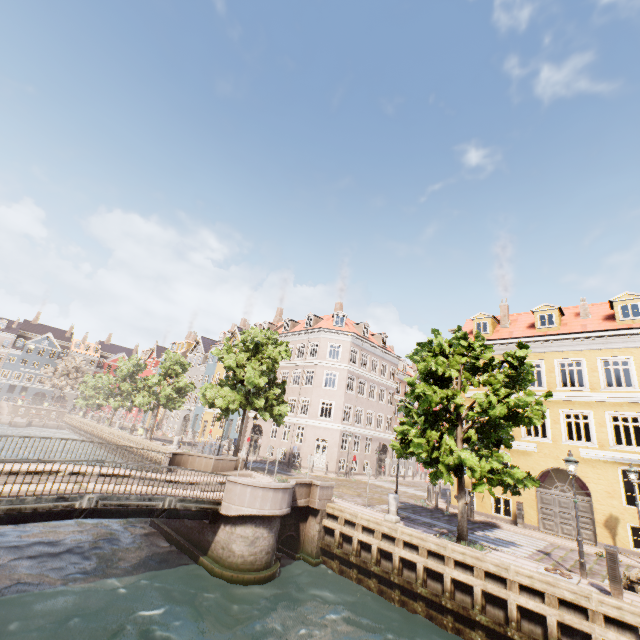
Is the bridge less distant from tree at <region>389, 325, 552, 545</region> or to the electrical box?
tree at <region>389, 325, 552, 545</region>

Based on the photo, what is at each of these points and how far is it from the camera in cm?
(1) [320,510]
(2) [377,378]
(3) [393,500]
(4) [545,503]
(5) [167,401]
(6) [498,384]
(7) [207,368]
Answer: (1) bridge, 1523
(2) building, 3678
(3) pillar, 1427
(4) building, 1781
(5) tree, 3400
(6) tree, 1185
(7) building, 4950

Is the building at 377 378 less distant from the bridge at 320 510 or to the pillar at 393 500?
the bridge at 320 510

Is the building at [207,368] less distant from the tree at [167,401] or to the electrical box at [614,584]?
the tree at [167,401]

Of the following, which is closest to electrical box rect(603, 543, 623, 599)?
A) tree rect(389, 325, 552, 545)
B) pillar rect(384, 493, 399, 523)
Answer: tree rect(389, 325, 552, 545)

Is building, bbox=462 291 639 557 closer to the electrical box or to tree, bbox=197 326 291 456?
tree, bbox=197 326 291 456

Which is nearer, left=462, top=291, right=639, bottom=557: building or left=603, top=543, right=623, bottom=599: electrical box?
left=603, top=543, right=623, bottom=599: electrical box

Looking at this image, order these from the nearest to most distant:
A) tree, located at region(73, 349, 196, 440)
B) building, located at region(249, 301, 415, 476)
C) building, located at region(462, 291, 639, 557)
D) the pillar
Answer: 1. the pillar
2. building, located at region(462, 291, 639, 557)
3. building, located at region(249, 301, 415, 476)
4. tree, located at region(73, 349, 196, 440)
